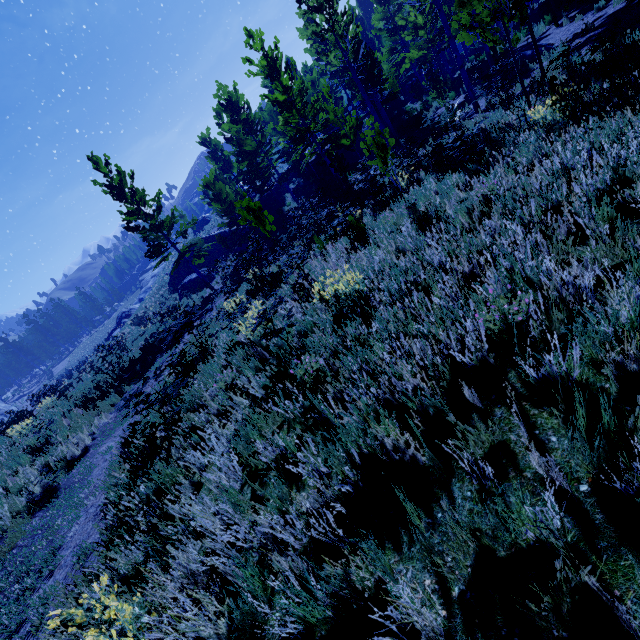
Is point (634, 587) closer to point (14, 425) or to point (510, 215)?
point (510, 215)

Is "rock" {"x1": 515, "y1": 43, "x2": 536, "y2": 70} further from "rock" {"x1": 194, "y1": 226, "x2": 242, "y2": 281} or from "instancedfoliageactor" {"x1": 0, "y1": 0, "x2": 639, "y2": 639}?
"rock" {"x1": 194, "y1": 226, "x2": 242, "y2": 281}

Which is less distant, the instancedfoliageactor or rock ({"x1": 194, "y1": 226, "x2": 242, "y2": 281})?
the instancedfoliageactor

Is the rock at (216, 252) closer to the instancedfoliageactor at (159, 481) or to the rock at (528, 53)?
the instancedfoliageactor at (159, 481)

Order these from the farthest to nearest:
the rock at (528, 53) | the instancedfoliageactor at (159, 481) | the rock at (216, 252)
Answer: the rock at (216, 252), the rock at (528, 53), the instancedfoliageactor at (159, 481)

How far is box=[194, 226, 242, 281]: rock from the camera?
28.6m

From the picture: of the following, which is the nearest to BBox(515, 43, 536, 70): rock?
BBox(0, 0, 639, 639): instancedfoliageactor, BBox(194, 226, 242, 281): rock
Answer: BBox(0, 0, 639, 639): instancedfoliageactor
